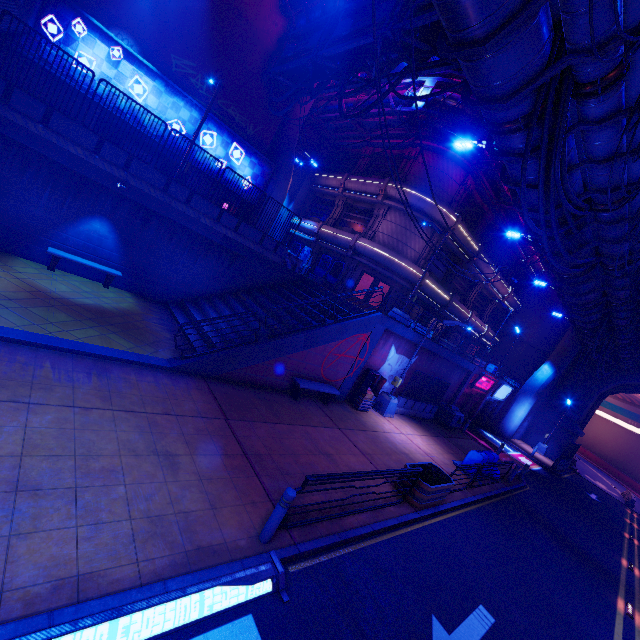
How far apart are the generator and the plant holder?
10.6m

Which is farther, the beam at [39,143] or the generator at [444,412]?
the generator at [444,412]

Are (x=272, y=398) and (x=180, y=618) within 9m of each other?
yes

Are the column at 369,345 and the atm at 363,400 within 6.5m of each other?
yes

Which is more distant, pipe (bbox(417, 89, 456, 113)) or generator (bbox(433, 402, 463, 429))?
generator (bbox(433, 402, 463, 429))

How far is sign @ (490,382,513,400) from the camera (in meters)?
27.64

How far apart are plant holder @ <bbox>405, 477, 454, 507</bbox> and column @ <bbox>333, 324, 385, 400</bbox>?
5.0 meters

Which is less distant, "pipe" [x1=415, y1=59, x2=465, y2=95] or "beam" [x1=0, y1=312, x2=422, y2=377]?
"beam" [x1=0, y1=312, x2=422, y2=377]
